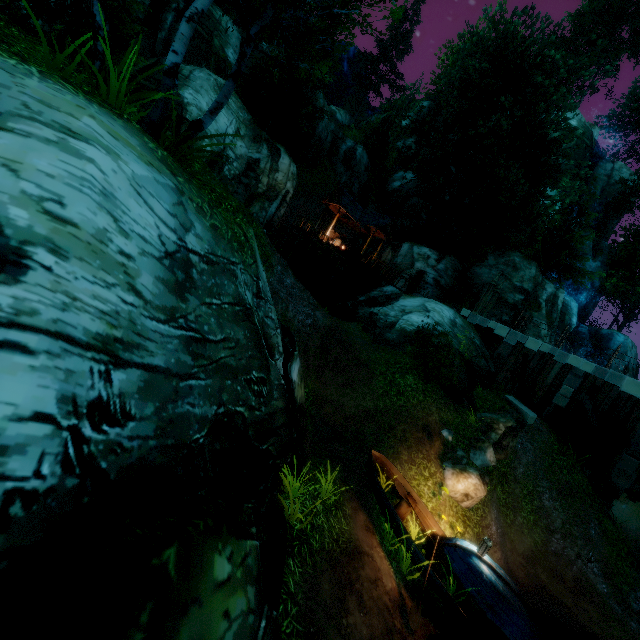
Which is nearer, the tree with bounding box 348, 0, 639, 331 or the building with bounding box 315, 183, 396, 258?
the tree with bounding box 348, 0, 639, 331

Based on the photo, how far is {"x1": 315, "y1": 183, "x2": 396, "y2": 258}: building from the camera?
25.3 meters

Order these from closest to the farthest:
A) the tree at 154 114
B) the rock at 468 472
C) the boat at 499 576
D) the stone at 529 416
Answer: the tree at 154 114
the boat at 499 576
the rock at 468 472
the stone at 529 416

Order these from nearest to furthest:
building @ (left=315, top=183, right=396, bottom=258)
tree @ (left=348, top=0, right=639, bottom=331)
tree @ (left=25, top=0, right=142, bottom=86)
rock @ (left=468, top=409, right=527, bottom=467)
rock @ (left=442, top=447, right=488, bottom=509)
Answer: tree @ (left=25, top=0, right=142, bottom=86) < rock @ (left=442, top=447, right=488, bottom=509) < rock @ (left=468, top=409, right=527, bottom=467) < tree @ (left=348, top=0, right=639, bottom=331) < building @ (left=315, top=183, right=396, bottom=258)

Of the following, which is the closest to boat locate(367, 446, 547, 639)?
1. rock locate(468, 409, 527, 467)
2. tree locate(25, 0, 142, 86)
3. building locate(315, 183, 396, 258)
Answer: rock locate(468, 409, 527, 467)

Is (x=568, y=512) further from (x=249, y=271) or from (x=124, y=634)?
(x=124, y=634)

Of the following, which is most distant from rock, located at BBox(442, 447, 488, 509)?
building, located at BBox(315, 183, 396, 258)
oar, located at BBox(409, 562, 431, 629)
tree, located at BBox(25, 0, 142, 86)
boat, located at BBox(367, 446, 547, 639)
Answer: building, located at BBox(315, 183, 396, 258)

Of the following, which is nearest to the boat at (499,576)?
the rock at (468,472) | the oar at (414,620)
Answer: the oar at (414,620)
